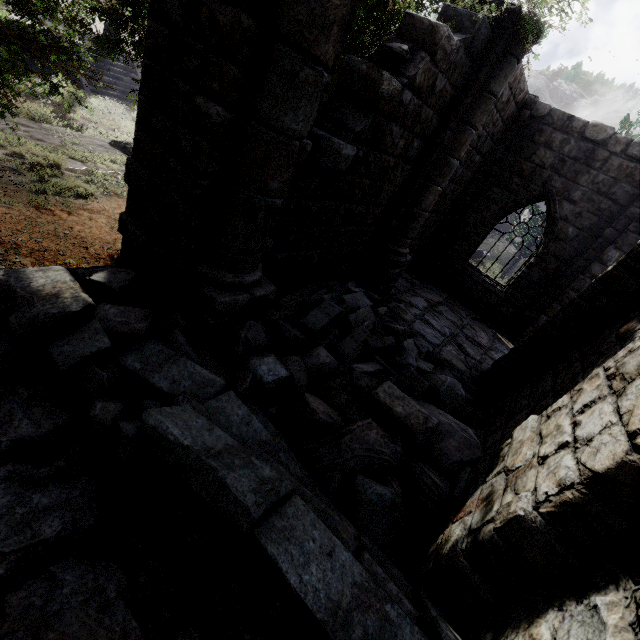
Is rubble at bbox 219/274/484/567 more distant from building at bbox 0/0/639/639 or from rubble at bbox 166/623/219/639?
rubble at bbox 166/623/219/639

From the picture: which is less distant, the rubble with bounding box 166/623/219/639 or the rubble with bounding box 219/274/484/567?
the rubble with bounding box 166/623/219/639

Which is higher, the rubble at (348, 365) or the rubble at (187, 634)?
the rubble at (348, 365)

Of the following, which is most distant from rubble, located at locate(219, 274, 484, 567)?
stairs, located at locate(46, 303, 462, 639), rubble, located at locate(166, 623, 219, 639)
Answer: rubble, located at locate(166, 623, 219, 639)

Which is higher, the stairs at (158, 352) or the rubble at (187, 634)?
the stairs at (158, 352)

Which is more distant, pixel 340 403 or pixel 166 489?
pixel 340 403

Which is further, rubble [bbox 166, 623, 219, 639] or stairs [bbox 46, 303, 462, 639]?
rubble [bbox 166, 623, 219, 639]
